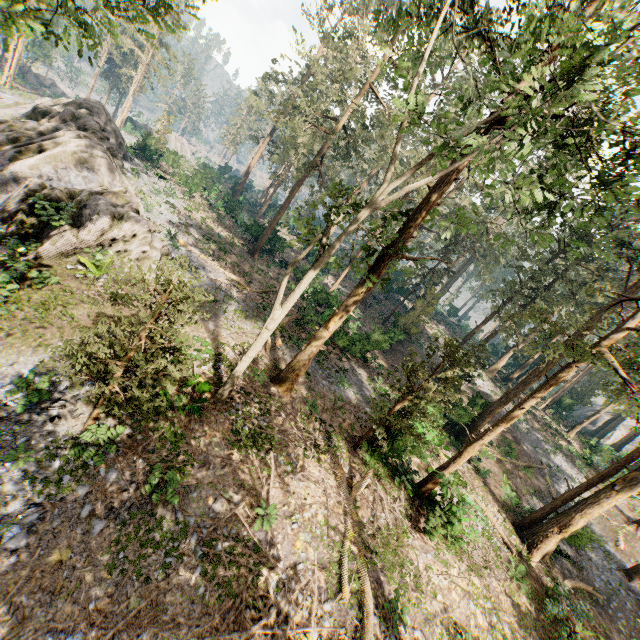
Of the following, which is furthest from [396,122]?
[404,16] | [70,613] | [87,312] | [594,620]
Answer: [594,620]

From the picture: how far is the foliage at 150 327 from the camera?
8.1 meters

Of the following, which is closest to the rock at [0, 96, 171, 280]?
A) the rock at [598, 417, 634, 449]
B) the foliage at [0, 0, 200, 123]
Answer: the foliage at [0, 0, 200, 123]

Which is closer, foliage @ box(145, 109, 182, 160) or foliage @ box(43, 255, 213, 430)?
foliage @ box(43, 255, 213, 430)

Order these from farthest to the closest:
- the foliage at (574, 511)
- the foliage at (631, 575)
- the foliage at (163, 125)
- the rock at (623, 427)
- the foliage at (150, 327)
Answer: the rock at (623, 427)
the foliage at (163, 125)
the foliage at (631, 575)
the foliage at (574, 511)
the foliage at (150, 327)

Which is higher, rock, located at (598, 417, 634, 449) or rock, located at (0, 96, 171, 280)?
rock, located at (598, 417, 634, 449)

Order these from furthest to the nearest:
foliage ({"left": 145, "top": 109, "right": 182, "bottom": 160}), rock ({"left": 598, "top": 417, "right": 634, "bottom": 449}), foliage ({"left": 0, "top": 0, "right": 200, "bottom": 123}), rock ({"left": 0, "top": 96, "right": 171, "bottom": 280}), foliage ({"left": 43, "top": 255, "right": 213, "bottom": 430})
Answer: rock ({"left": 598, "top": 417, "right": 634, "bottom": 449})
foliage ({"left": 145, "top": 109, "right": 182, "bottom": 160})
rock ({"left": 0, "top": 96, "right": 171, "bottom": 280})
foliage ({"left": 43, "top": 255, "right": 213, "bottom": 430})
foliage ({"left": 0, "top": 0, "right": 200, "bottom": 123})
